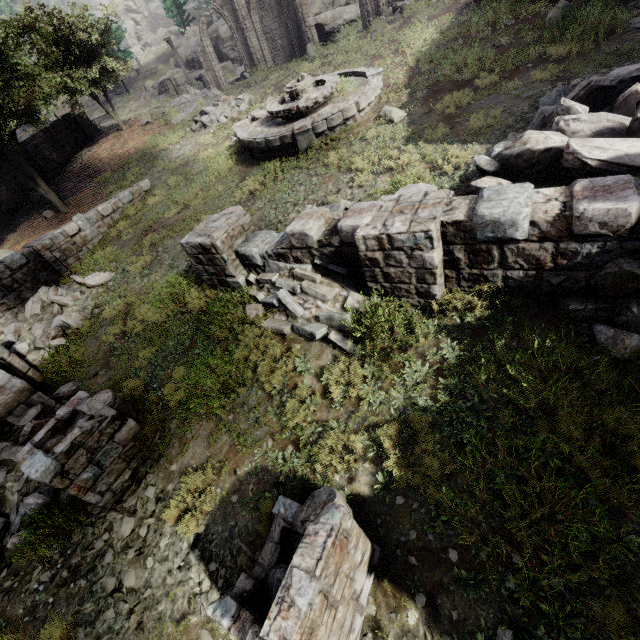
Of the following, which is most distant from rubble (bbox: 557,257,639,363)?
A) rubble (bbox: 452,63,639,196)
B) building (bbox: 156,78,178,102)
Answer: rubble (bbox: 452,63,639,196)

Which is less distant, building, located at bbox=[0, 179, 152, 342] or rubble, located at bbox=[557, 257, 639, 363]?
rubble, located at bbox=[557, 257, 639, 363]

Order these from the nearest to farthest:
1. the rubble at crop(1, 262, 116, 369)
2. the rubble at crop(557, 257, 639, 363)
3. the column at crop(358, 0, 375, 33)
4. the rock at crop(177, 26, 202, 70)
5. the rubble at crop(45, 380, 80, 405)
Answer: the rubble at crop(557, 257, 639, 363) < the rubble at crop(45, 380, 80, 405) < the rubble at crop(1, 262, 116, 369) < the column at crop(358, 0, 375, 33) < the rock at crop(177, 26, 202, 70)

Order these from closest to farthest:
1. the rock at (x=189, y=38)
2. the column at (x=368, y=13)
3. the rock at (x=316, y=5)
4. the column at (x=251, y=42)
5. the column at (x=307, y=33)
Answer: the column at (x=368, y=13)
the column at (x=307, y=33)
the column at (x=251, y=42)
the rock at (x=316, y=5)
the rock at (x=189, y=38)

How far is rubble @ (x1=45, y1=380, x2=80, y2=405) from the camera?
7.95m

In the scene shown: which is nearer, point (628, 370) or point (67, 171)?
point (628, 370)

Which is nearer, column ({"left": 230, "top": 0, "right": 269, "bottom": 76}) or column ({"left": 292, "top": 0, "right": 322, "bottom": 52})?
column ({"left": 292, "top": 0, "right": 322, "bottom": 52})

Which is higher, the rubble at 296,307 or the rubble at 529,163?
the rubble at 529,163
